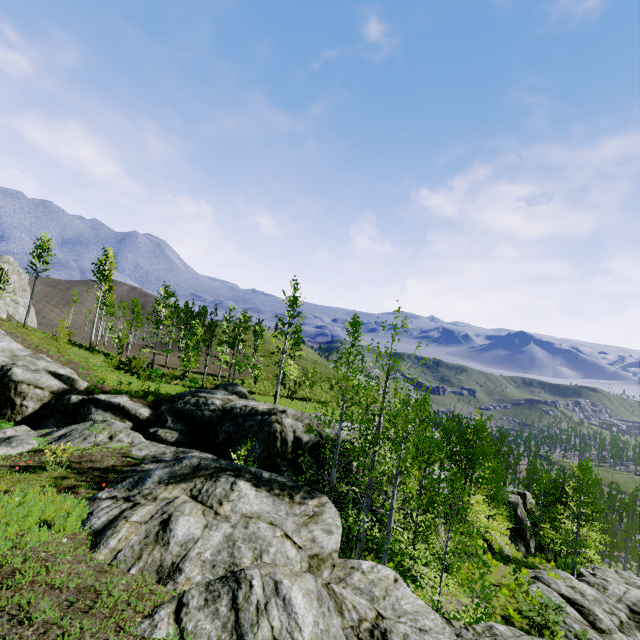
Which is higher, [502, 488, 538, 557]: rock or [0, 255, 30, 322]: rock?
[0, 255, 30, 322]: rock

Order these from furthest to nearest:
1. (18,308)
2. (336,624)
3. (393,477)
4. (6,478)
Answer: (18,308) < (393,477) < (6,478) < (336,624)

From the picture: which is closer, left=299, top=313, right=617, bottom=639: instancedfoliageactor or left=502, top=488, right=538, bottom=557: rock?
left=299, top=313, right=617, bottom=639: instancedfoliageactor

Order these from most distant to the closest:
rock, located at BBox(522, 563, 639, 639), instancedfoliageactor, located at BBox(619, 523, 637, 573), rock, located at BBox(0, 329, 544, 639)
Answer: instancedfoliageactor, located at BBox(619, 523, 637, 573), rock, located at BBox(522, 563, 639, 639), rock, located at BBox(0, 329, 544, 639)

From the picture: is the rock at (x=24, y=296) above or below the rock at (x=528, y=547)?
above

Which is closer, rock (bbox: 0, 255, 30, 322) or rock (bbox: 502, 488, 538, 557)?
rock (bbox: 502, 488, 538, 557)

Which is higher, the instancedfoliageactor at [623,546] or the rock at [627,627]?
the rock at [627,627]
